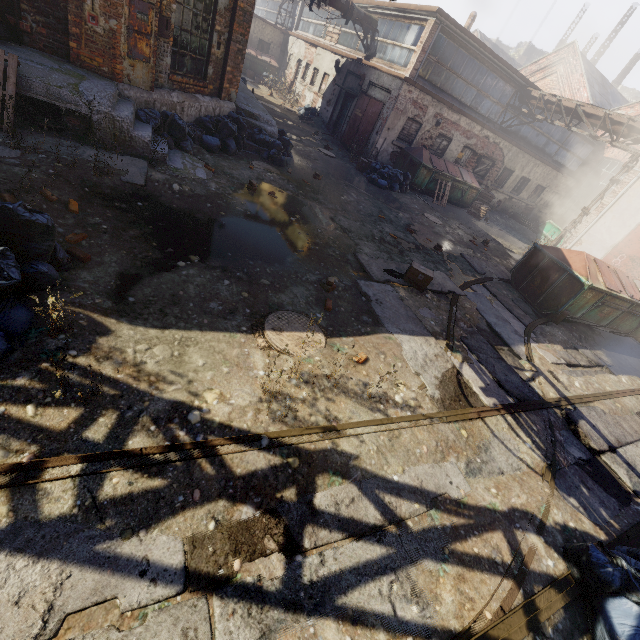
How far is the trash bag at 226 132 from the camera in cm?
706

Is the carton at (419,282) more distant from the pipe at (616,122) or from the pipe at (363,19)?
the pipe at (363,19)

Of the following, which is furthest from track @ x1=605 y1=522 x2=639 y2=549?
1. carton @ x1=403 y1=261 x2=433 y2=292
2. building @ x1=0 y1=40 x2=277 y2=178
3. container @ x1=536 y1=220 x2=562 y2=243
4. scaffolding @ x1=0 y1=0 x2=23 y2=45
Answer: container @ x1=536 y1=220 x2=562 y2=243

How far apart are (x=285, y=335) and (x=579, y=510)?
4.3 meters

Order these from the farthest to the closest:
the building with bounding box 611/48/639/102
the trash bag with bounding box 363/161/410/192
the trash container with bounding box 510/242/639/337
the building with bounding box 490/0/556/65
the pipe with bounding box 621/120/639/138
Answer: the building with bounding box 490/0/556/65 → the building with bounding box 611/48/639/102 → the trash bag with bounding box 363/161/410/192 → the pipe with bounding box 621/120/639/138 → the trash container with bounding box 510/242/639/337

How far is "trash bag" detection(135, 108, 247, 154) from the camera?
7.06m

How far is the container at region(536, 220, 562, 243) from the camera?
17.5 meters

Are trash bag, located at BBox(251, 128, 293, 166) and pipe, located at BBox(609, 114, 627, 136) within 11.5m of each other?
no
